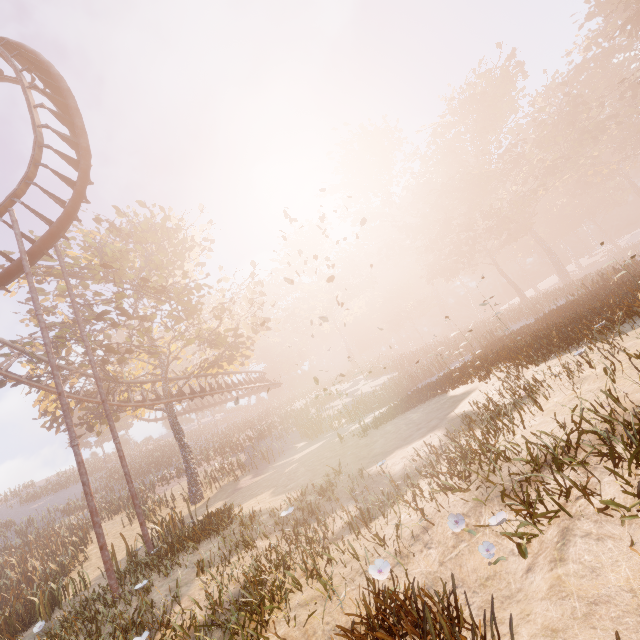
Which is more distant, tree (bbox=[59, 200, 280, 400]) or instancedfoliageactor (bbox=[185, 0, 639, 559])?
tree (bbox=[59, 200, 280, 400])

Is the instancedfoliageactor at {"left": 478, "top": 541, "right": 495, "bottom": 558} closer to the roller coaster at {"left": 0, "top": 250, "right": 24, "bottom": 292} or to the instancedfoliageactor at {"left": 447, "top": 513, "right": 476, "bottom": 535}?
the instancedfoliageactor at {"left": 447, "top": 513, "right": 476, "bottom": 535}

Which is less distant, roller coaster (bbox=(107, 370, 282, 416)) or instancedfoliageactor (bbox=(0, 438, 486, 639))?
instancedfoliageactor (bbox=(0, 438, 486, 639))

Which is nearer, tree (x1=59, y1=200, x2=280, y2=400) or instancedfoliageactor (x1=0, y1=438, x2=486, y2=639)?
instancedfoliageactor (x1=0, y1=438, x2=486, y2=639)

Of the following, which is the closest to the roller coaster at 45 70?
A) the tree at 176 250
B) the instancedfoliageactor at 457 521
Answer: the tree at 176 250

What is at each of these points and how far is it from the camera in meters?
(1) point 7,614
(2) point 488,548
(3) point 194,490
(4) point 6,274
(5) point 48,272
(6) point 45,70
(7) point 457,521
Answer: (1) instancedfoliageactor, 13.8 m
(2) instancedfoliageactor, 3.3 m
(3) tree, 19.2 m
(4) roller coaster, 10.5 m
(5) tree, 18.7 m
(6) roller coaster, 12.5 m
(7) instancedfoliageactor, 3.7 m

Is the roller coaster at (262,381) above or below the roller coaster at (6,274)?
below

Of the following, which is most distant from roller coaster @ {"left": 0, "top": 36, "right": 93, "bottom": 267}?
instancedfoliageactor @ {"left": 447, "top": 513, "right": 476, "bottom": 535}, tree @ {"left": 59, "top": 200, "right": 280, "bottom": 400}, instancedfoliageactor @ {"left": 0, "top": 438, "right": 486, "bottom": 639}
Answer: instancedfoliageactor @ {"left": 447, "top": 513, "right": 476, "bottom": 535}
